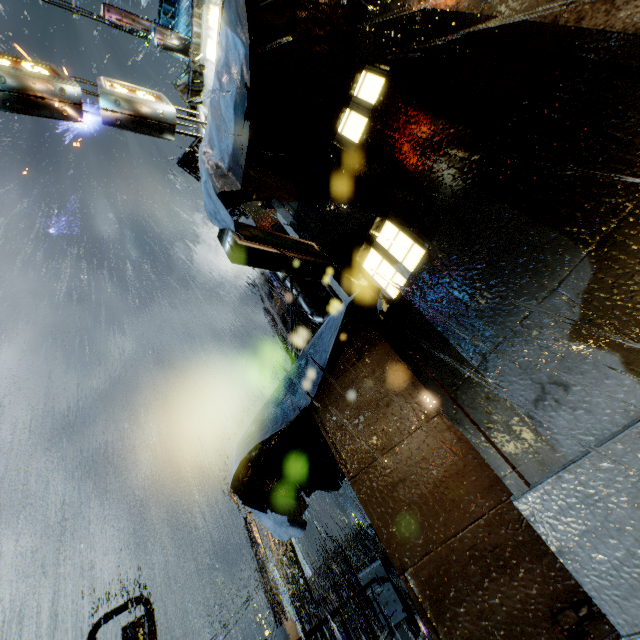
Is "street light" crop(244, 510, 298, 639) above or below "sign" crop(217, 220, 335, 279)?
below

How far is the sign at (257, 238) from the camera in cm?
424

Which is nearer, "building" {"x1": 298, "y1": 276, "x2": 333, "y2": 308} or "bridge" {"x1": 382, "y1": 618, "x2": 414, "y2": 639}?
"bridge" {"x1": 382, "y1": 618, "x2": 414, "y2": 639}

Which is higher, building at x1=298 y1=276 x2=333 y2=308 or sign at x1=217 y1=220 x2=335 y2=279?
building at x1=298 y1=276 x2=333 y2=308

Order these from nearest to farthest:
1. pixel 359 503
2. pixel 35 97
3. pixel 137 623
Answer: pixel 35 97, pixel 137 623, pixel 359 503

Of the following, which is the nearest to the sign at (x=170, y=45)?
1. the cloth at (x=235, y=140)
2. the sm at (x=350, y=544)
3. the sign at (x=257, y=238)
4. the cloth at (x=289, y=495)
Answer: the cloth at (x=235, y=140)

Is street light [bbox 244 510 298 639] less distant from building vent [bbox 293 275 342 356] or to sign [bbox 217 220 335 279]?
building vent [bbox 293 275 342 356]

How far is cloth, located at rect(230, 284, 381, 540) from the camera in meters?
3.8 m
